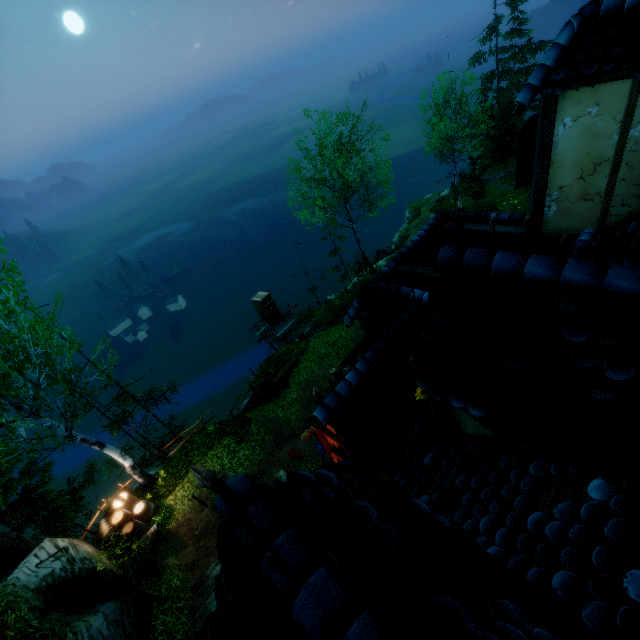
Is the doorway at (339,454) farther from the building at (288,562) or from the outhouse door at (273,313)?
the outhouse door at (273,313)

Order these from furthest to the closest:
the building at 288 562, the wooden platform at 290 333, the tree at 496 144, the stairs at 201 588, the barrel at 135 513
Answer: the tree at 496 144 < the wooden platform at 290 333 < the barrel at 135 513 < the stairs at 201 588 < the building at 288 562

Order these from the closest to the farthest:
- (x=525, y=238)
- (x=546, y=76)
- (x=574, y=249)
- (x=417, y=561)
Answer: (x=417, y=561) < (x=525, y=238) < (x=546, y=76) < (x=574, y=249)

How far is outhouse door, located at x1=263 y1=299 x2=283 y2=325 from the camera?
24.8m

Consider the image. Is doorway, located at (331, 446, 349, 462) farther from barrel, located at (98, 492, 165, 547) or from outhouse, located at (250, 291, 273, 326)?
outhouse, located at (250, 291, 273, 326)

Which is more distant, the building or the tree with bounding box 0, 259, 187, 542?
the tree with bounding box 0, 259, 187, 542

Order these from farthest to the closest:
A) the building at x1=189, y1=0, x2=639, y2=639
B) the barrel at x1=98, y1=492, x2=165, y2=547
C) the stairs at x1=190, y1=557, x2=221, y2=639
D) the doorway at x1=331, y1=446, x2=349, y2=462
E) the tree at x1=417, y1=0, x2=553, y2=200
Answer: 1. the tree at x1=417, y1=0, x2=553, y2=200
2. the barrel at x1=98, y1=492, x2=165, y2=547
3. the stairs at x1=190, y1=557, x2=221, y2=639
4. the doorway at x1=331, y1=446, x2=349, y2=462
5. the building at x1=189, y1=0, x2=639, y2=639

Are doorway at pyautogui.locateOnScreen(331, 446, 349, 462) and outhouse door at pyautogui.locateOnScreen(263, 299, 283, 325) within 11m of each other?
no
